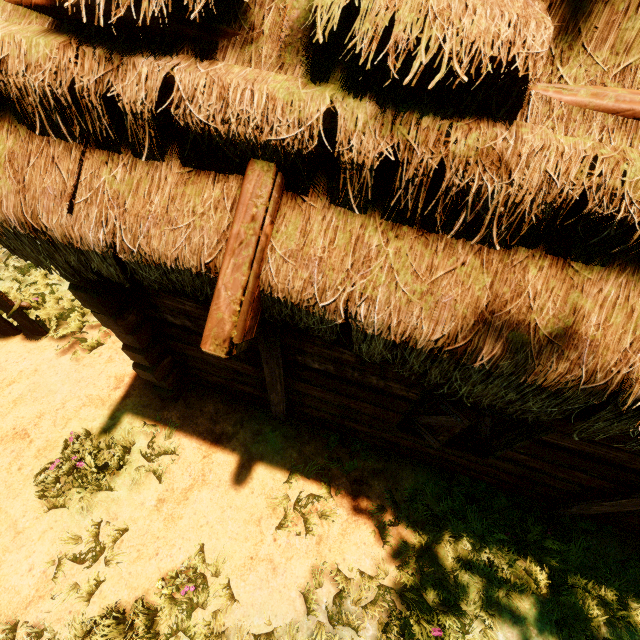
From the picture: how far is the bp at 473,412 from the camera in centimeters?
300cm

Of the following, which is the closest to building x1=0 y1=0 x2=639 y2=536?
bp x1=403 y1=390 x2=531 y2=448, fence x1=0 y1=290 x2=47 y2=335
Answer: bp x1=403 y1=390 x2=531 y2=448

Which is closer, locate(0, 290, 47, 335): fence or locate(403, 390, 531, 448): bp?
locate(403, 390, 531, 448): bp

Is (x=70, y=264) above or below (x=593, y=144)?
below

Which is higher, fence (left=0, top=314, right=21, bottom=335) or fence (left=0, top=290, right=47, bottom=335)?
fence (left=0, top=290, right=47, bottom=335)

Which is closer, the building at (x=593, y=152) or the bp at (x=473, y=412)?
the building at (x=593, y=152)

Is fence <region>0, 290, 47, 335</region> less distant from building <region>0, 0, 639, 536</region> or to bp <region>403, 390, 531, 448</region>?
building <region>0, 0, 639, 536</region>
